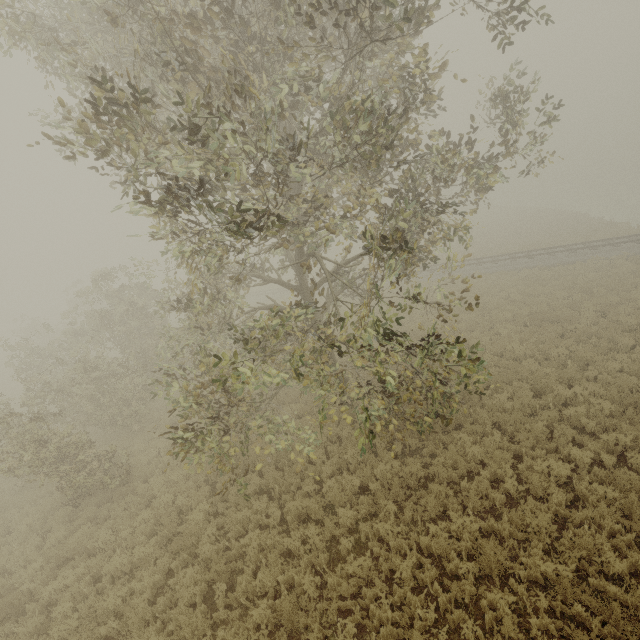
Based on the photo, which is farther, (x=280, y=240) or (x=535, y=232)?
(x=535, y=232)
